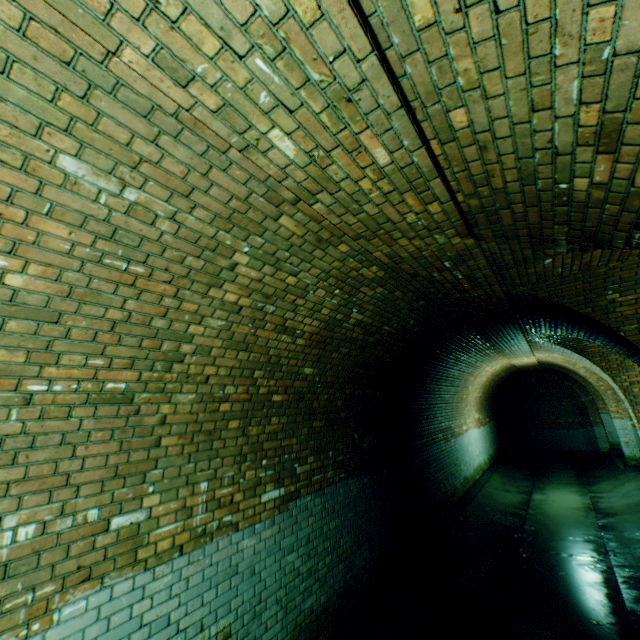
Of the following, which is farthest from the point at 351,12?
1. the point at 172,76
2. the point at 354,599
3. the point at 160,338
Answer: the point at 354,599
